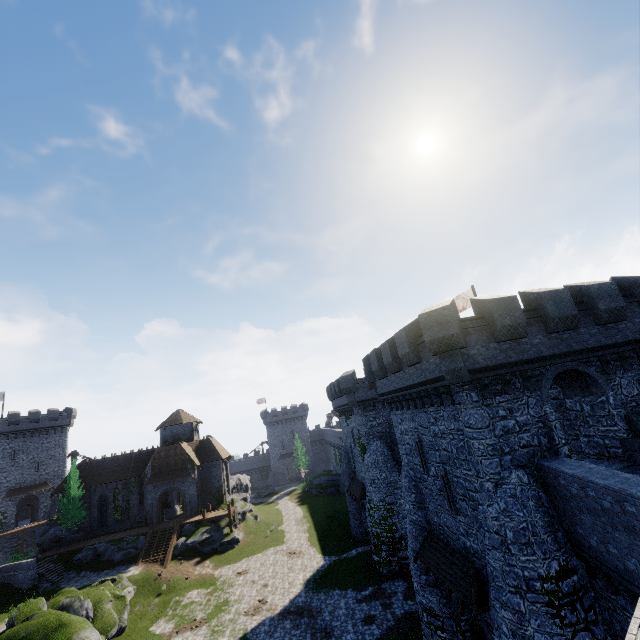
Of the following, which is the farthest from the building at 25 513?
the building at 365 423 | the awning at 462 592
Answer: → the awning at 462 592

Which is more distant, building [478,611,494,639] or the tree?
the tree

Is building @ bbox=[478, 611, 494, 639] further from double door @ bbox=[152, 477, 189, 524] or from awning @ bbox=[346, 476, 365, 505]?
double door @ bbox=[152, 477, 189, 524]

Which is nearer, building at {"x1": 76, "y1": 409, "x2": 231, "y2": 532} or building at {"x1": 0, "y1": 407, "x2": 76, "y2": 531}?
building at {"x1": 76, "y1": 409, "x2": 231, "y2": 532}

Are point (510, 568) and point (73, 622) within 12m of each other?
no

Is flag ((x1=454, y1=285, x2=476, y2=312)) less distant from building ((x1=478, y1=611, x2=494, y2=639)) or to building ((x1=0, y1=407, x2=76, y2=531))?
building ((x1=478, y1=611, x2=494, y2=639))

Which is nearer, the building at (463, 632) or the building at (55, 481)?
the building at (463, 632)

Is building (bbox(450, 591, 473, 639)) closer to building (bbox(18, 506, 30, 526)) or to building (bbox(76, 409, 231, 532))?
building (bbox(76, 409, 231, 532))
